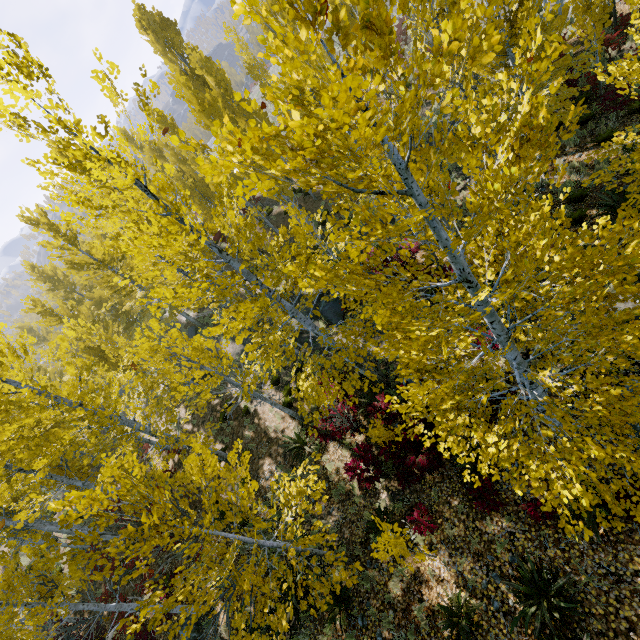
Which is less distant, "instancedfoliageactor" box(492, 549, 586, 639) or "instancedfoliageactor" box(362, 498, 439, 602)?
"instancedfoliageactor" box(492, 549, 586, 639)

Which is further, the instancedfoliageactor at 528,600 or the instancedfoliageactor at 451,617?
the instancedfoliageactor at 451,617

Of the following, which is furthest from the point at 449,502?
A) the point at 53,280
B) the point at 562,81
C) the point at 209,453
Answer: the point at 53,280

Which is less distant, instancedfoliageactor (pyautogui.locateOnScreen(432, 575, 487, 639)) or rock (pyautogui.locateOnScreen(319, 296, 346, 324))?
instancedfoliageactor (pyautogui.locateOnScreen(432, 575, 487, 639))

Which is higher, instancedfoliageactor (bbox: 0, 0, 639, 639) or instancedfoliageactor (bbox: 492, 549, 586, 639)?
instancedfoliageactor (bbox: 0, 0, 639, 639)
